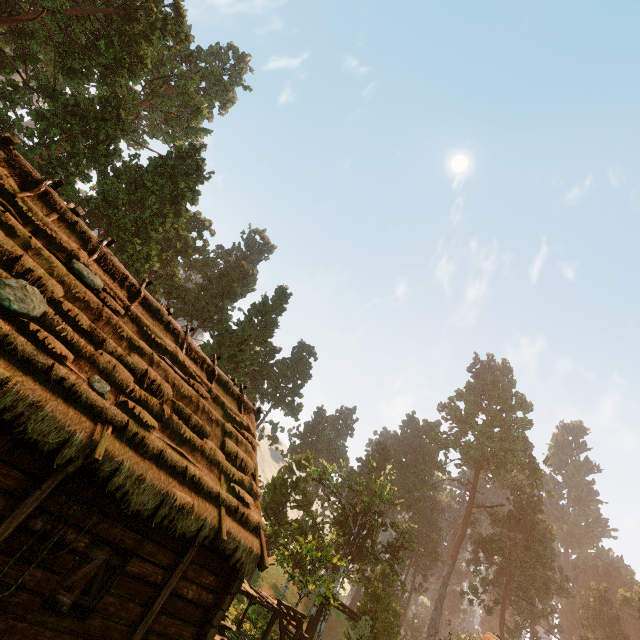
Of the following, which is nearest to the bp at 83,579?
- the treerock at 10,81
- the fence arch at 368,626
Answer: the treerock at 10,81

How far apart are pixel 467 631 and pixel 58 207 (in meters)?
67.70

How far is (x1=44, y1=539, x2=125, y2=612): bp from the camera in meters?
6.3

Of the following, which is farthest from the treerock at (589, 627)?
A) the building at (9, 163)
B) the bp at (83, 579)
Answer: the bp at (83, 579)

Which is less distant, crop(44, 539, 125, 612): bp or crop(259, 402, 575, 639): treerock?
crop(44, 539, 125, 612): bp

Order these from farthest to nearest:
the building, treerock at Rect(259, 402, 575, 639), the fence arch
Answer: treerock at Rect(259, 402, 575, 639) < the fence arch < the building

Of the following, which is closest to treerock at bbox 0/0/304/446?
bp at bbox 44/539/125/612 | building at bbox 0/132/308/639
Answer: building at bbox 0/132/308/639
